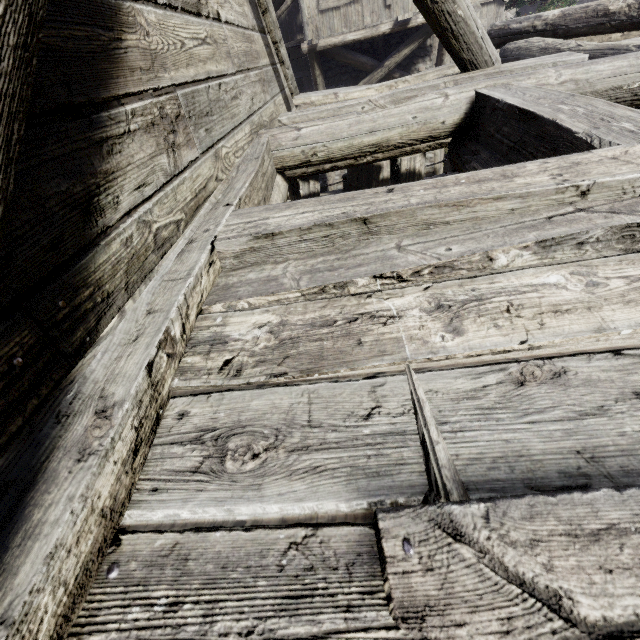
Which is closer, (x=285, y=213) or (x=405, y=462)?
(x=405, y=462)
